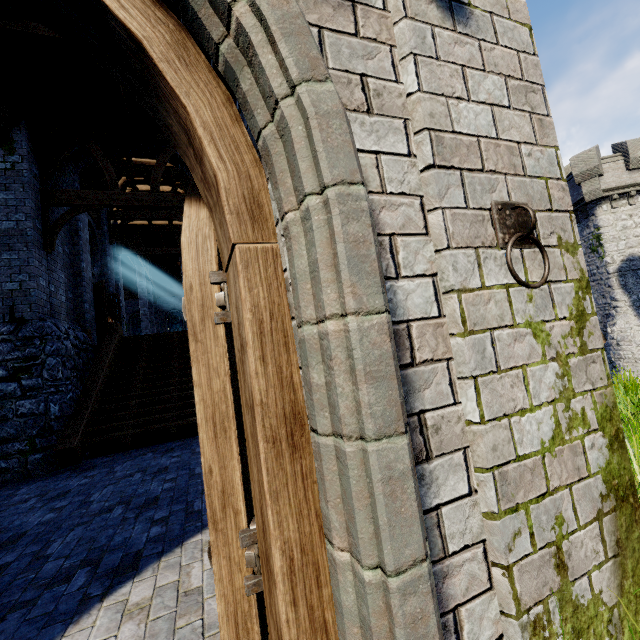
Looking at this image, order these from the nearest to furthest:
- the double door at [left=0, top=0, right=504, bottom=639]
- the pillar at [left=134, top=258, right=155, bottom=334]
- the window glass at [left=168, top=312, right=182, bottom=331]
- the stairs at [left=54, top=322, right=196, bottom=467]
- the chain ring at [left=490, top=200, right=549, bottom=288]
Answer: the double door at [left=0, top=0, right=504, bottom=639]
the chain ring at [left=490, top=200, right=549, bottom=288]
the stairs at [left=54, top=322, right=196, bottom=467]
the pillar at [left=134, top=258, right=155, bottom=334]
the window glass at [left=168, top=312, right=182, bottom=331]

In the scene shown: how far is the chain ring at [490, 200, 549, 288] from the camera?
1.46m

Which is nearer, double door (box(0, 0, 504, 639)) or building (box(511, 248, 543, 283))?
double door (box(0, 0, 504, 639))

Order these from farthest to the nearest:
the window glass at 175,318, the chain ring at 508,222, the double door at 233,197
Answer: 1. the window glass at 175,318
2. the chain ring at 508,222
3. the double door at 233,197

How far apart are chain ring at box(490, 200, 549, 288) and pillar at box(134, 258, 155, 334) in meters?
25.1 m

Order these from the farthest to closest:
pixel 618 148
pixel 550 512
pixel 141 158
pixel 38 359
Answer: pixel 618 148 < pixel 141 158 < pixel 38 359 < pixel 550 512

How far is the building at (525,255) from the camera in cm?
153

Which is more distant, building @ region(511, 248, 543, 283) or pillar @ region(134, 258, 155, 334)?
pillar @ region(134, 258, 155, 334)
